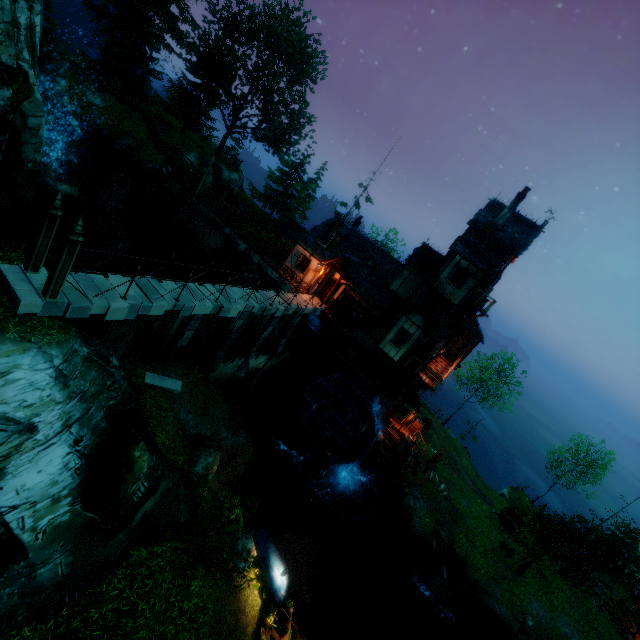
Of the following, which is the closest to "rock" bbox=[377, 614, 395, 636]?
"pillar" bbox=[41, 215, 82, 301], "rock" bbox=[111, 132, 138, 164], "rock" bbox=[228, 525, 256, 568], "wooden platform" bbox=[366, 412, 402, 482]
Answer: "wooden platform" bbox=[366, 412, 402, 482]

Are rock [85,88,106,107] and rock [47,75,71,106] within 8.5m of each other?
yes

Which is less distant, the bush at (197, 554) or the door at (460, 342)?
the bush at (197, 554)

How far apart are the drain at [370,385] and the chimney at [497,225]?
12.7 meters

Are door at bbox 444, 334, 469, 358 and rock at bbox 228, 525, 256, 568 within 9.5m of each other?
no

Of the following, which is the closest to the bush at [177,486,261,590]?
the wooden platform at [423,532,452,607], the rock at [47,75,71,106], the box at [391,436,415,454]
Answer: the wooden platform at [423,532,452,607]

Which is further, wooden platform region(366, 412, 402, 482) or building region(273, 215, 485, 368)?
wooden platform region(366, 412, 402, 482)

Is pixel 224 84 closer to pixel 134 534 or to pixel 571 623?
pixel 134 534
